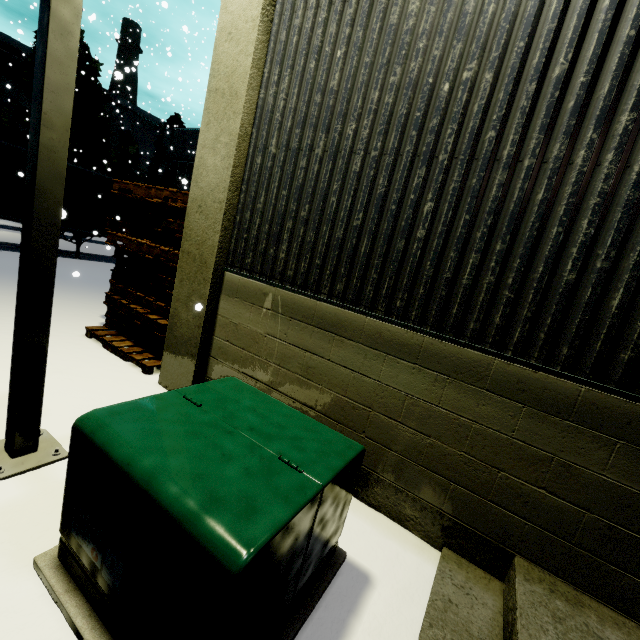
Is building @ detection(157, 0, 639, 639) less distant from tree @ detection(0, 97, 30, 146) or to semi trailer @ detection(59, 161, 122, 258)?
semi trailer @ detection(59, 161, 122, 258)

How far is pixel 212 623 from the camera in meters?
1.3

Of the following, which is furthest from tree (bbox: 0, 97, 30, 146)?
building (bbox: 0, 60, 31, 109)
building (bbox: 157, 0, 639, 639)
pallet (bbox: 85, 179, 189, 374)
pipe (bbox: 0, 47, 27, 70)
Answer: pipe (bbox: 0, 47, 27, 70)

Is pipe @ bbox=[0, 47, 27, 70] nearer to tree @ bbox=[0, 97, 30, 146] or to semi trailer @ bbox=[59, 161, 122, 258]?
tree @ bbox=[0, 97, 30, 146]

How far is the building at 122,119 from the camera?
39.8m

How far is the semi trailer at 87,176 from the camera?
12.4m

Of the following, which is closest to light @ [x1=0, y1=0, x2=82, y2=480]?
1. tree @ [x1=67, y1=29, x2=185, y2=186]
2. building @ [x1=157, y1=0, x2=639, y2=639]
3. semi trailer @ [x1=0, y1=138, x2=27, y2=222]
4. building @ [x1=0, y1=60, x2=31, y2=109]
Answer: building @ [x1=157, y1=0, x2=639, y2=639]

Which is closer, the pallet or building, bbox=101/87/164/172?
the pallet
